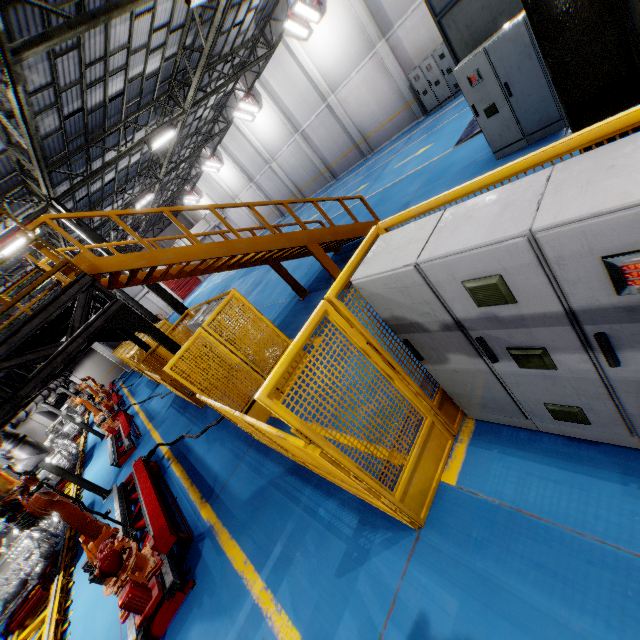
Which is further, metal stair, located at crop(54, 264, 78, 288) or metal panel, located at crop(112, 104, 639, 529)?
metal stair, located at crop(54, 264, 78, 288)

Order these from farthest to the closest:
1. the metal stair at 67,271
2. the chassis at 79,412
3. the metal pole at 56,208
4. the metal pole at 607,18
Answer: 1. the chassis at 79,412
2. the metal pole at 56,208
3. the metal stair at 67,271
4. the metal pole at 607,18

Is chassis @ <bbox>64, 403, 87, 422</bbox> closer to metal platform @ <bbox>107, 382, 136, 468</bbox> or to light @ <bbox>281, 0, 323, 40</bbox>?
metal platform @ <bbox>107, 382, 136, 468</bbox>

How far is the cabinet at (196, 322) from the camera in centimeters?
666cm

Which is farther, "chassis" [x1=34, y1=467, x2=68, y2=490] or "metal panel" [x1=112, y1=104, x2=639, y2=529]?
"chassis" [x1=34, y1=467, x2=68, y2=490]

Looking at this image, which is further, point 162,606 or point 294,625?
point 162,606

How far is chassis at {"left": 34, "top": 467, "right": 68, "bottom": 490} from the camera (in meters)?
13.75

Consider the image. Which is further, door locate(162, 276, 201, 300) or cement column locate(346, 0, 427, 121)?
door locate(162, 276, 201, 300)
